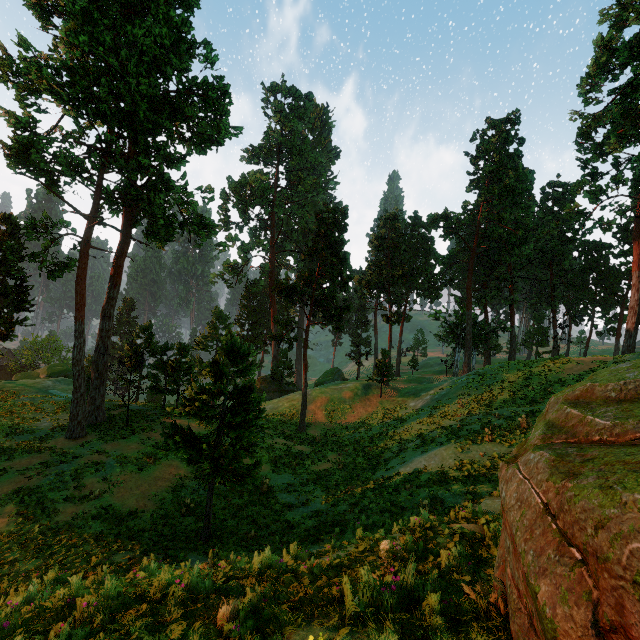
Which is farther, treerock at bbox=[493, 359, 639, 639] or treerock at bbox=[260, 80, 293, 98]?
treerock at bbox=[260, 80, 293, 98]

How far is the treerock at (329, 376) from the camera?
54.4 meters

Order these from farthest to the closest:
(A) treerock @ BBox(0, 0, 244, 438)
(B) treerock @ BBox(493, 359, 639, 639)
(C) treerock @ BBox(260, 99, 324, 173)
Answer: (C) treerock @ BBox(260, 99, 324, 173)
(A) treerock @ BBox(0, 0, 244, 438)
(B) treerock @ BBox(493, 359, 639, 639)

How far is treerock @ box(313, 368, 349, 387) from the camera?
54.4 meters

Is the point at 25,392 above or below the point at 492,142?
below

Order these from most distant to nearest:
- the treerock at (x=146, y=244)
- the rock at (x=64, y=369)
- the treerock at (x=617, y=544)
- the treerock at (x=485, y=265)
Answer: the rock at (x=64, y=369)
the treerock at (x=146, y=244)
the treerock at (x=485, y=265)
the treerock at (x=617, y=544)

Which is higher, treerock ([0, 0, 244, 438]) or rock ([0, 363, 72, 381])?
treerock ([0, 0, 244, 438])
